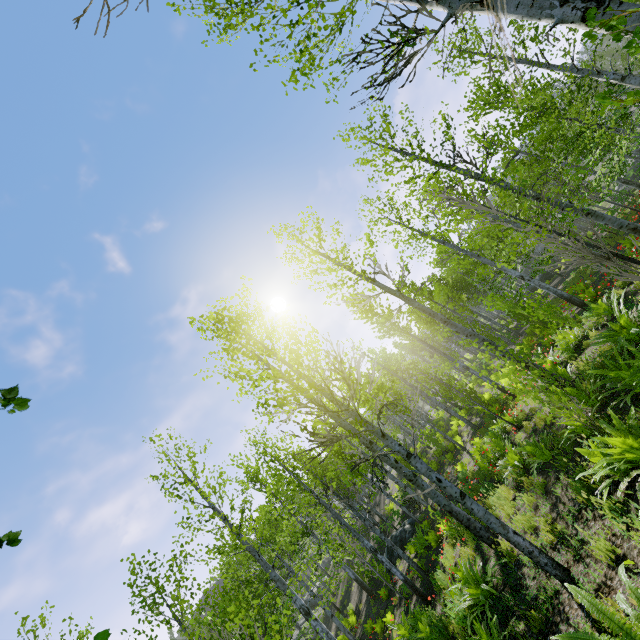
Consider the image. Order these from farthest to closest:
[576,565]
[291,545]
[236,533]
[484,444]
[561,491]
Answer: [291,545]
[484,444]
[236,533]
[561,491]
[576,565]

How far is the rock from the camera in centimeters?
1853cm

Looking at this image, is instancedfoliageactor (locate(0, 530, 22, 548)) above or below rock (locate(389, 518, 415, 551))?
above

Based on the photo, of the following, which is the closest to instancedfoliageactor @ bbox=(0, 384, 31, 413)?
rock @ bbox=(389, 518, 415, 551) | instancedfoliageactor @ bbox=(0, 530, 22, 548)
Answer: instancedfoliageactor @ bbox=(0, 530, 22, 548)

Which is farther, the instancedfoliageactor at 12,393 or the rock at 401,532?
the rock at 401,532

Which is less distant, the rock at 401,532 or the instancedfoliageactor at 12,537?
the instancedfoliageactor at 12,537
